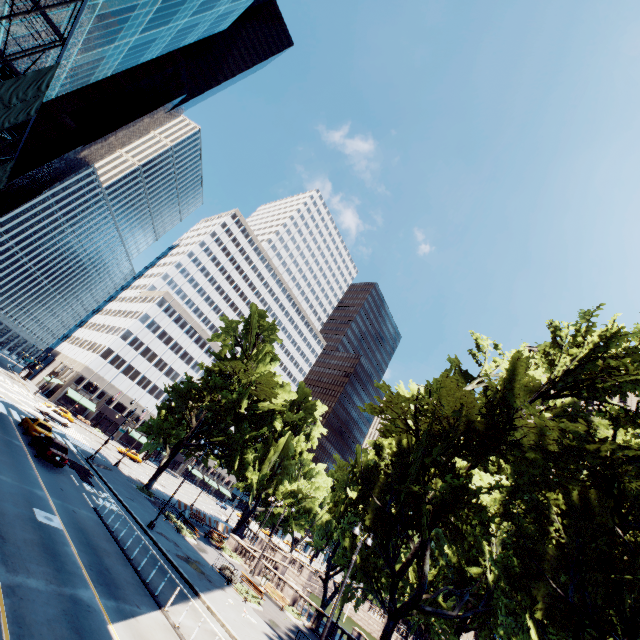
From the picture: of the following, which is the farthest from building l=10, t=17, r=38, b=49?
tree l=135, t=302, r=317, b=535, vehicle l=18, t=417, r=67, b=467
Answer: tree l=135, t=302, r=317, b=535

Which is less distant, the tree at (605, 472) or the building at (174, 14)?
the tree at (605, 472)

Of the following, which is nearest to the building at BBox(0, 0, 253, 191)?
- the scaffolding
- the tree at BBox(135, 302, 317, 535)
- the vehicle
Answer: the scaffolding

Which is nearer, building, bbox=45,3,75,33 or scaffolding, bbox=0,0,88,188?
scaffolding, bbox=0,0,88,188

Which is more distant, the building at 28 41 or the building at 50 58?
the building at 50 58

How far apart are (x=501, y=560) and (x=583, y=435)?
8.7 meters
